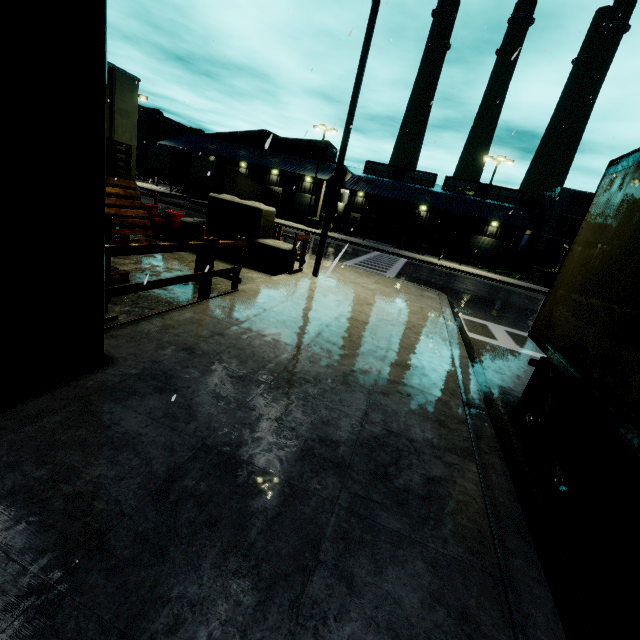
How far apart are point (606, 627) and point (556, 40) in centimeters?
1252cm

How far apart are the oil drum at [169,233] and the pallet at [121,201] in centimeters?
86cm

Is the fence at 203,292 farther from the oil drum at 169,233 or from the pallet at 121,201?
the oil drum at 169,233

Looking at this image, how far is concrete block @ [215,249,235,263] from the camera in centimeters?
1041cm

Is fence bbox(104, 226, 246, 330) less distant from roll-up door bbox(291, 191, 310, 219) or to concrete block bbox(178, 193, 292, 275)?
concrete block bbox(178, 193, 292, 275)

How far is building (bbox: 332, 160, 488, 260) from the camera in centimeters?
4131cm

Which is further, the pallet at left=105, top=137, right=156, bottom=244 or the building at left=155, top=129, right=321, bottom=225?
the building at left=155, top=129, right=321, bottom=225

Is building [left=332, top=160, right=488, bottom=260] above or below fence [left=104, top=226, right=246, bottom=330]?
above
